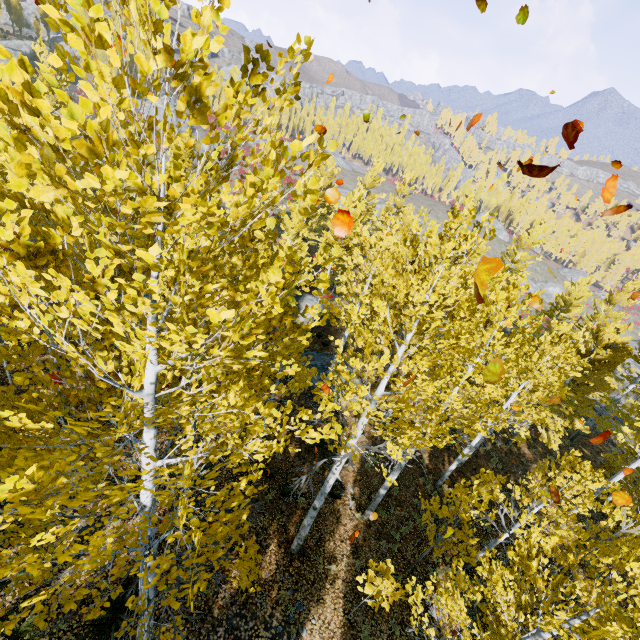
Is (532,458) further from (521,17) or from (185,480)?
(185,480)

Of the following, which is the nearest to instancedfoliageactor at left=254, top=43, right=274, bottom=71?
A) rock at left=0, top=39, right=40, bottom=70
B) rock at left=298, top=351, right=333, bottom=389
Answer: rock at left=0, top=39, right=40, bottom=70

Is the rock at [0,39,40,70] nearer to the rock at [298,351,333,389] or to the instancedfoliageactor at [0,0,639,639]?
the instancedfoliageactor at [0,0,639,639]

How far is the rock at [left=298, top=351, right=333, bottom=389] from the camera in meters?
18.5

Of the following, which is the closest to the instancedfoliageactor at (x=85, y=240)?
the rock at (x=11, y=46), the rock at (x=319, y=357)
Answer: the rock at (x=11, y=46)

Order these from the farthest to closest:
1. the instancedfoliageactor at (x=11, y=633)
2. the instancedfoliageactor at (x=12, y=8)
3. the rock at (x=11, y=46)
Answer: the instancedfoliageactor at (x=12, y=8)
the rock at (x=11, y=46)
the instancedfoliageactor at (x=11, y=633)

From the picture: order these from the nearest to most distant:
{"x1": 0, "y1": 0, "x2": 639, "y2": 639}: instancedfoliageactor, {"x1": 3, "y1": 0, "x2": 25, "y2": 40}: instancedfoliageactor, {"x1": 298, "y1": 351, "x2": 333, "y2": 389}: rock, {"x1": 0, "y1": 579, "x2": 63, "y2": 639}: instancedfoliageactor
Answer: {"x1": 0, "y1": 0, "x2": 639, "y2": 639}: instancedfoliageactor
{"x1": 0, "y1": 579, "x2": 63, "y2": 639}: instancedfoliageactor
{"x1": 298, "y1": 351, "x2": 333, "y2": 389}: rock
{"x1": 3, "y1": 0, "x2": 25, "y2": 40}: instancedfoliageactor

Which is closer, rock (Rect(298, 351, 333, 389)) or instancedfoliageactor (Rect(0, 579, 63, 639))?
instancedfoliageactor (Rect(0, 579, 63, 639))
